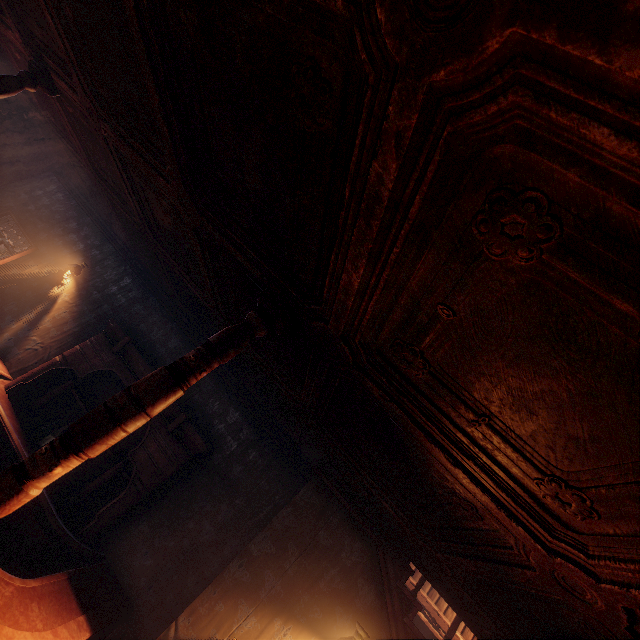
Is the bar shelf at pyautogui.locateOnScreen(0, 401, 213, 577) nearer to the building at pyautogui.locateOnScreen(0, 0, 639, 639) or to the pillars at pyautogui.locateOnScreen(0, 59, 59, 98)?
the building at pyautogui.locateOnScreen(0, 0, 639, 639)

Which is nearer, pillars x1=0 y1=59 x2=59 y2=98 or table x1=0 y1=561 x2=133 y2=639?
table x1=0 y1=561 x2=133 y2=639

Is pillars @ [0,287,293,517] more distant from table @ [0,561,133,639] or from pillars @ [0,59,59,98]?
pillars @ [0,59,59,98]

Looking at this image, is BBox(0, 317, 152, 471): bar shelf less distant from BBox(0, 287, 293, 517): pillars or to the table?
the table

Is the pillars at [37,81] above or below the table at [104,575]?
above

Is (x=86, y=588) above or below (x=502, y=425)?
below

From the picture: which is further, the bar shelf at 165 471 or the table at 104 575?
the bar shelf at 165 471

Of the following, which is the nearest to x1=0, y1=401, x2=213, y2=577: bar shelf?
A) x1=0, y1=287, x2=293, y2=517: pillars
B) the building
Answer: the building
